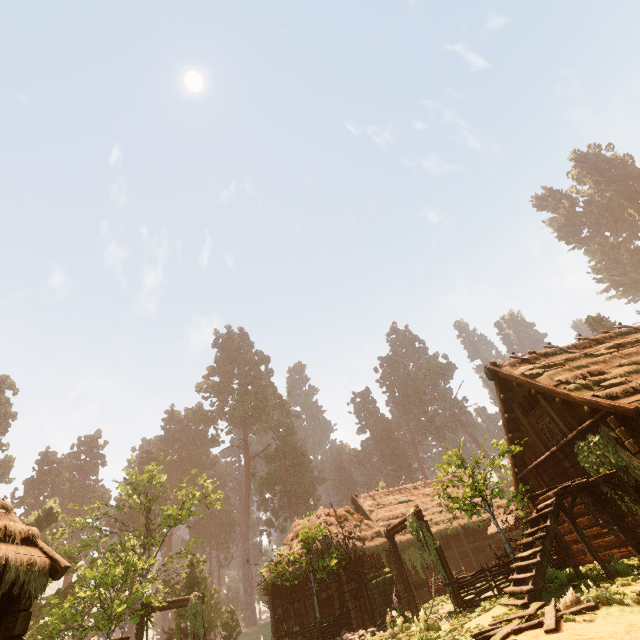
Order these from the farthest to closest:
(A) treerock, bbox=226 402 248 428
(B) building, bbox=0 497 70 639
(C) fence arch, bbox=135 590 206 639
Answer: (A) treerock, bbox=226 402 248 428 → (C) fence arch, bbox=135 590 206 639 → (B) building, bbox=0 497 70 639

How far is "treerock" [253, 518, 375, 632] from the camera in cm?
1620

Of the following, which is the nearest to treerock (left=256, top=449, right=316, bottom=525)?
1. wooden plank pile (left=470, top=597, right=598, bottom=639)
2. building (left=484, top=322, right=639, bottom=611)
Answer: building (left=484, top=322, right=639, bottom=611)

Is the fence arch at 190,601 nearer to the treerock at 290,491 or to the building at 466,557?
the building at 466,557

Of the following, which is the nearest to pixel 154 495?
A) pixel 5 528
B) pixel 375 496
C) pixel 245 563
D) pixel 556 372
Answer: pixel 375 496

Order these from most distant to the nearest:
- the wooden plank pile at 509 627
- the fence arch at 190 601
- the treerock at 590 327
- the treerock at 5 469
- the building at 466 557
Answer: the treerock at 590 327, the treerock at 5 469, the building at 466 557, the fence arch at 190 601, the wooden plank pile at 509 627
